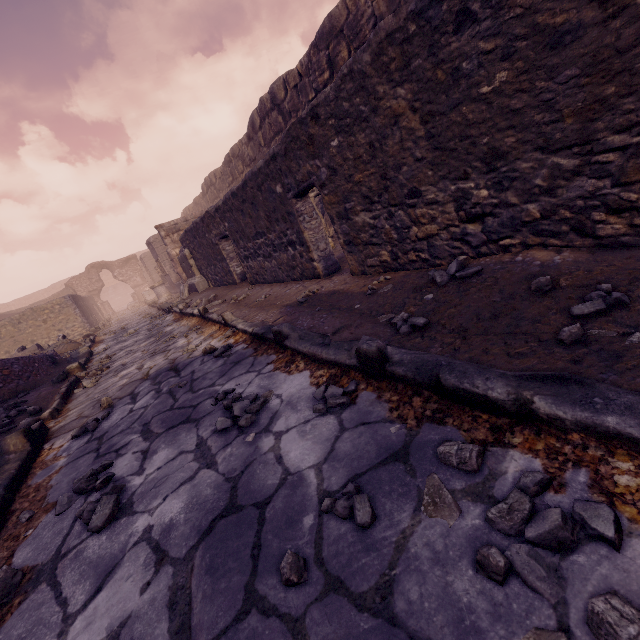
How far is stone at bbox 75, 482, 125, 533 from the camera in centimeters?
164cm

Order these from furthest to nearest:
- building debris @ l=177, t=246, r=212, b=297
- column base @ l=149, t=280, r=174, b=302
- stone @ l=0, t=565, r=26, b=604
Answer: column base @ l=149, t=280, r=174, b=302
building debris @ l=177, t=246, r=212, b=297
stone @ l=0, t=565, r=26, b=604

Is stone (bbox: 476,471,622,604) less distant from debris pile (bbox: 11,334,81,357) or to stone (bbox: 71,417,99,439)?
stone (bbox: 71,417,99,439)

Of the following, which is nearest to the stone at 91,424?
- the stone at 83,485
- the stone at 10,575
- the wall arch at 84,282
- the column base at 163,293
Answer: the stone at 83,485

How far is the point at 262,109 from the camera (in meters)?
11.25

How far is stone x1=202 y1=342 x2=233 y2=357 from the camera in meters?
3.5

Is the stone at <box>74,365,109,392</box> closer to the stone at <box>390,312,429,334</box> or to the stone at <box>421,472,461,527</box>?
the stone at <box>390,312,429,334</box>

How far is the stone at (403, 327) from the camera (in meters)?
2.20
